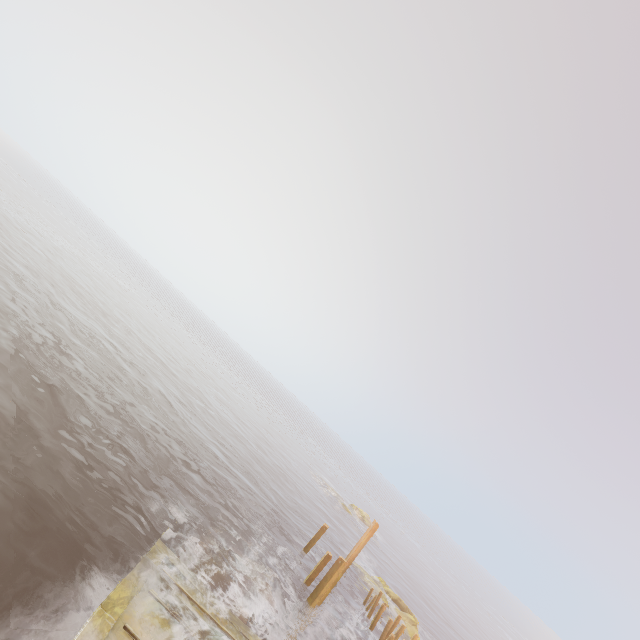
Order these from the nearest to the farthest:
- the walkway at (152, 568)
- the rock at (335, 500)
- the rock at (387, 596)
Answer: the walkway at (152, 568)
the rock at (387, 596)
the rock at (335, 500)

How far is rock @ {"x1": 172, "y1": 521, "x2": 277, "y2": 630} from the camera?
12.78m

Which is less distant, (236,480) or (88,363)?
(88,363)

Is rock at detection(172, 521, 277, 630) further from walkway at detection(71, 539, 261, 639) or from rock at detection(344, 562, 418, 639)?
rock at detection(344, 562, 418, 639)

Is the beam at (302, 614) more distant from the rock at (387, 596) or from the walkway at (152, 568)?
the rock at (387, 596)

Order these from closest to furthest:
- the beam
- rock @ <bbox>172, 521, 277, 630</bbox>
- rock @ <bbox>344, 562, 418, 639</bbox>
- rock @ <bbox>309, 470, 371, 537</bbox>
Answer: rock @ <bbox>172, 521, 277, 630</bbox>
the beam
rock @ <bbox>344, 562, 418, 639</bbox>
rock @ <bbox>309, 470, 371, 537</bbox>

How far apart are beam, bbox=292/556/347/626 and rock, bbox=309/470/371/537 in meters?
30.2

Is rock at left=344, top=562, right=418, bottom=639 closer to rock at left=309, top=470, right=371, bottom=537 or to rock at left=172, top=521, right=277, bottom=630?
rock at left=172, top=521, right=277, bottom=630
